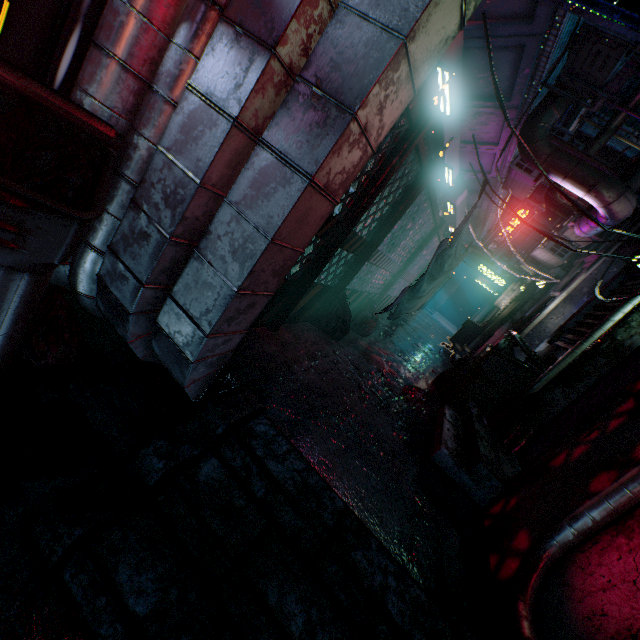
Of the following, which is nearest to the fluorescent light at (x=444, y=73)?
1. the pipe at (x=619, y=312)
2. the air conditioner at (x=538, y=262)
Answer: the pipe at (x=619, y=312)

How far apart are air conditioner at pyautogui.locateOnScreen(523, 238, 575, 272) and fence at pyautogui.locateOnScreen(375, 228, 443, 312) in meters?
2.5

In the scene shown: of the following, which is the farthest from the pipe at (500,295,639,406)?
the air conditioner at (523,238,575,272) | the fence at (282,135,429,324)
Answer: the air conditioner at (523,238,575,272)

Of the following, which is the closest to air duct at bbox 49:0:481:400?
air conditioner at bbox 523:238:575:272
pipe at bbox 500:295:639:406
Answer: pipe at bbox 500:295:639:406

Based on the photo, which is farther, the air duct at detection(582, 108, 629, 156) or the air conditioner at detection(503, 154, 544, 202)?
the air duct at detection(582, 108, 629, 156)

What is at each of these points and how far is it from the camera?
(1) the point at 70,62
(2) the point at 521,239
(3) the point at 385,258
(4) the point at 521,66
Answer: (1) storefront, 1.5 meters
(2) window, 14.8 meters
(3) fence, 3.8 meters
(4) building support, 3.4 meters

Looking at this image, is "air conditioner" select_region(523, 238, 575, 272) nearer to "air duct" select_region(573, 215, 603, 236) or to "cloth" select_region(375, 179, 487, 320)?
"air duct" select_region(573, 215, 603, 236)

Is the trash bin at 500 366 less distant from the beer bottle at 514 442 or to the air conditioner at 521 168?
the beer bottle at 514 442
